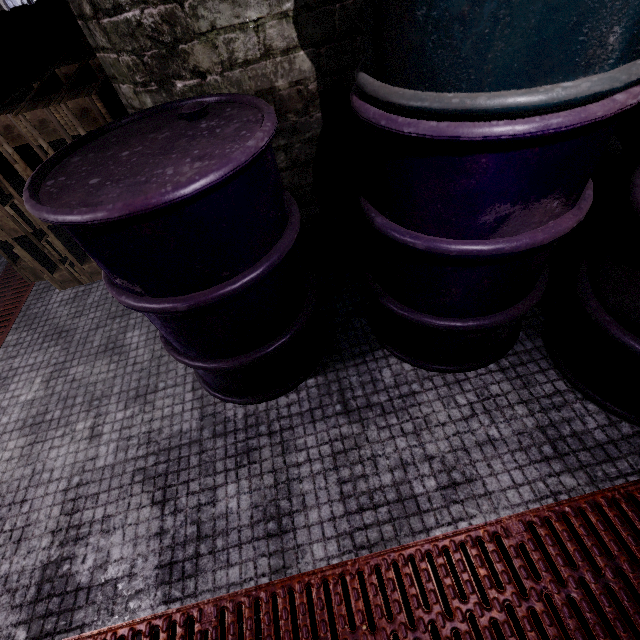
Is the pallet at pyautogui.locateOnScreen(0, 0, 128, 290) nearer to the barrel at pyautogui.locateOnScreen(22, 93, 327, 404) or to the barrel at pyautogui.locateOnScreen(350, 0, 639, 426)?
the barrel at pyautogui.locateOnScreen(22, 93, 327, 404)

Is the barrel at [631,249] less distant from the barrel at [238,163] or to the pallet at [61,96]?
the barrel at [238,163]

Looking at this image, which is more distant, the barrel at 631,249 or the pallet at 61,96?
the pallet at 61,96

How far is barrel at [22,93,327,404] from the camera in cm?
79

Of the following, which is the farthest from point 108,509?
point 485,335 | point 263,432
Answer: point 485,335

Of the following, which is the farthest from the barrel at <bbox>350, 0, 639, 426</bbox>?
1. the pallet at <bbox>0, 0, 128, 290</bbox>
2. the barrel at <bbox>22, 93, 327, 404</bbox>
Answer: the pallet at <bbox>0, 0, 128, 290</bbox>
